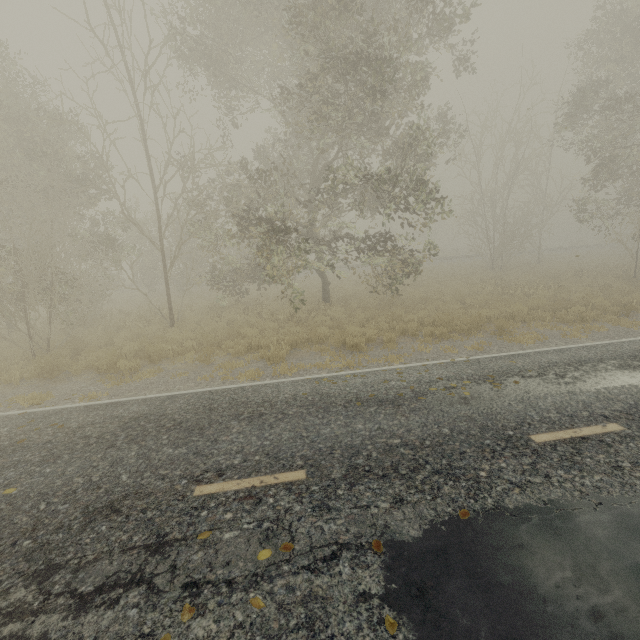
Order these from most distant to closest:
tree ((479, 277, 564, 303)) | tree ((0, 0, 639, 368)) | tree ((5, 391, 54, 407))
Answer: tree ((479, 277, 564, 303)), tree ((0, 0, 639, 368)), tree ((5, 391, 54, 407))

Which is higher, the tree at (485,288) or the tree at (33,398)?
the tree at (485,288)

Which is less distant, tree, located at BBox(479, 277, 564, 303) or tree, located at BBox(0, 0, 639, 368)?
tree, located at BBox(0, 0, 639, 368)

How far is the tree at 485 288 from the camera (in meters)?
14.95

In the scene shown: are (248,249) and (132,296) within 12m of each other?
yes

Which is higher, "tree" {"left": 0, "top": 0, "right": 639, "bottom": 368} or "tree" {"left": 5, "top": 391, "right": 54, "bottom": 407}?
"tree" {"left": 0, "top": 0, "right": 639, "bottom": 368}
